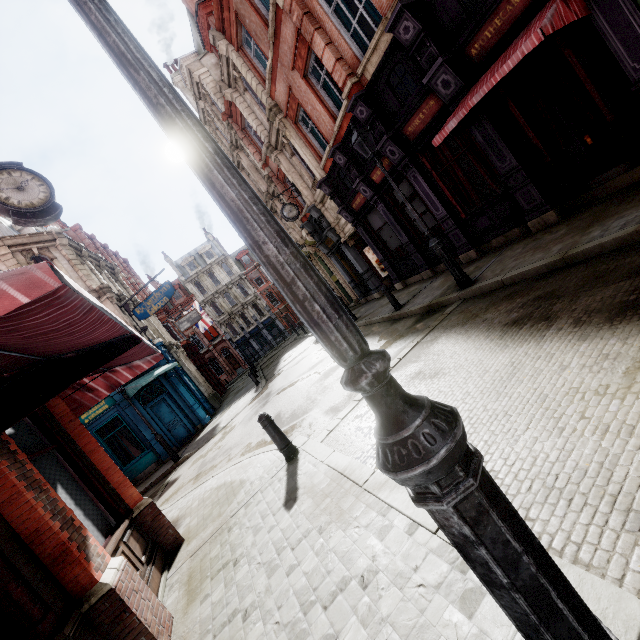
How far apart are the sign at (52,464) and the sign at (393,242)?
12.5 meters

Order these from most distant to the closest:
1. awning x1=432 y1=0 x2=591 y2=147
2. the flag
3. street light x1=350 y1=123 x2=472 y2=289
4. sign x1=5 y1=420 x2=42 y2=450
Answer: the flag < street light x1=350 y1=123 x2=472 y2=289 < awning x1=432 y1=0 x2=591 y2=147 < sign x1=5 y1=420 x2=42 y2=450

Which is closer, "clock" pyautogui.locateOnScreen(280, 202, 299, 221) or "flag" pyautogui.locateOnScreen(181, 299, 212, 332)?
"clock" pyautogui.locateOnScreen(280, 202, 299, 221)

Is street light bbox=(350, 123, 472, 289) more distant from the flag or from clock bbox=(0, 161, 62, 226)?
the flag

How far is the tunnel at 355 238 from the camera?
17.4 meters

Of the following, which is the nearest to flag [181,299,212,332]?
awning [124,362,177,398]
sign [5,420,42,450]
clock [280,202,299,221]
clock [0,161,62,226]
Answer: awning [124,362,177,398]

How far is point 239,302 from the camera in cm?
5047

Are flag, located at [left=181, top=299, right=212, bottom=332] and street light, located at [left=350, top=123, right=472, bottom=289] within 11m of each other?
no
